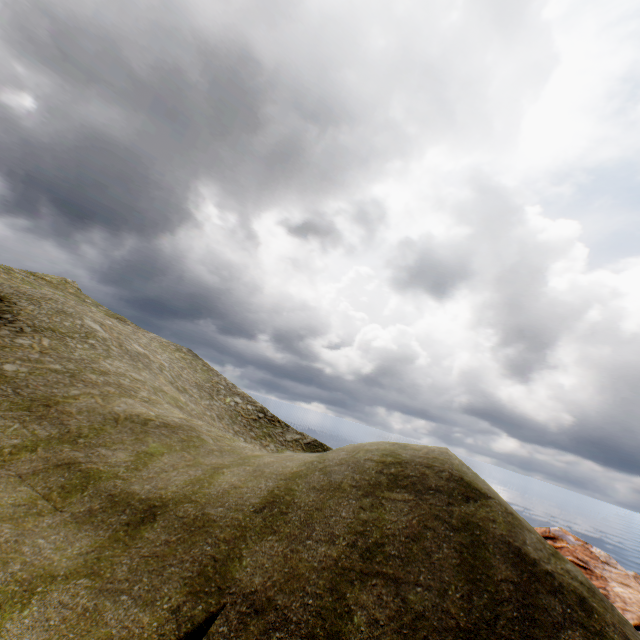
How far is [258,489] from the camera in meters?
11.2
